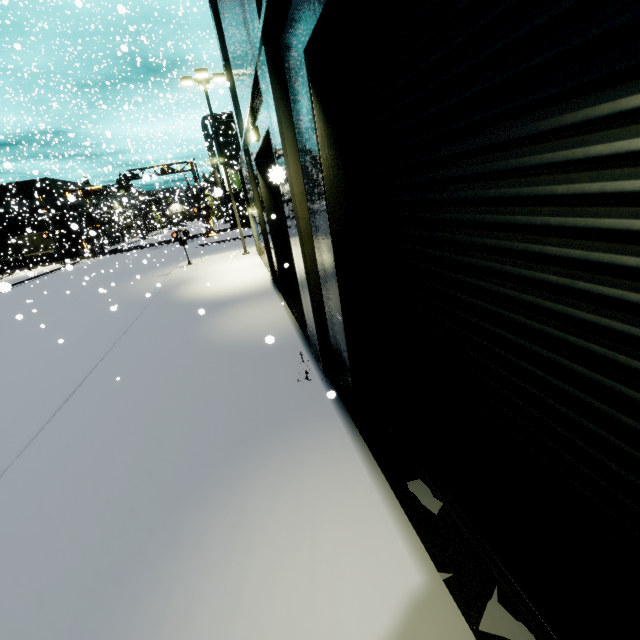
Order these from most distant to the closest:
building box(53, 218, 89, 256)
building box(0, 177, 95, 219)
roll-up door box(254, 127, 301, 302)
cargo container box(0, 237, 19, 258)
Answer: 1. cargo container box(0, 237, 19, 258)
2. building box(0, 177, 95, 219)
3. building box(53, 218, 89, 256)
4. roll-up door box(254, 127, 301, 302)

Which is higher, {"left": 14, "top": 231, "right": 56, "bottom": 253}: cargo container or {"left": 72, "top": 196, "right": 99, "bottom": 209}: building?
{"left": 72, "top": 196, "right": 99, "bottom": 209}: building

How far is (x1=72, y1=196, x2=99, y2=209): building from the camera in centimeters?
5081cm

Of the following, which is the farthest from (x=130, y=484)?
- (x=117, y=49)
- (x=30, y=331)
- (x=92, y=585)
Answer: (x=117, y=49)

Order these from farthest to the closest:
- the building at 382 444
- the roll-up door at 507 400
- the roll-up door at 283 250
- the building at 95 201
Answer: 1. the building at 95 201
2. the roll-up door at 283 250
3. the building at 382 444
4. the roll-up door at 507 400

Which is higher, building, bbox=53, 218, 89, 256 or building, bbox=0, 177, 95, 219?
building, bbox=0, 177, 95, 219

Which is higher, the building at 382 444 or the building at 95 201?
the building at 95 201

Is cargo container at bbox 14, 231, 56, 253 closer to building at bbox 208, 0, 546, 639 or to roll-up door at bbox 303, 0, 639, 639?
building at bbox 208, 0, 546, 639
